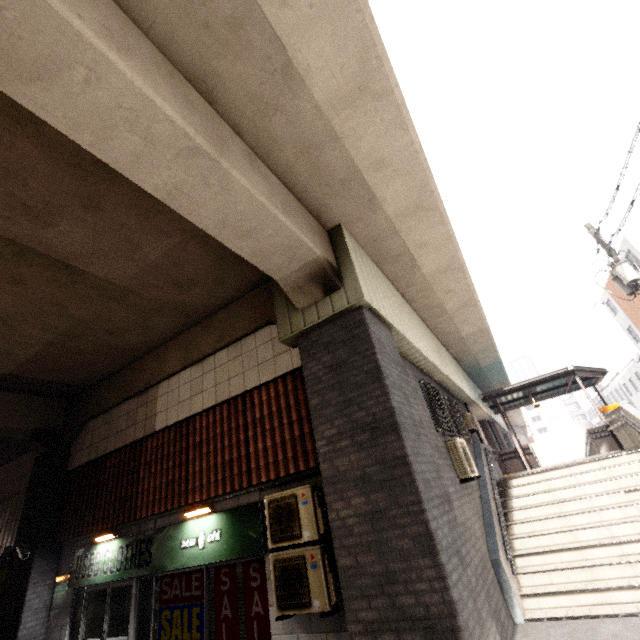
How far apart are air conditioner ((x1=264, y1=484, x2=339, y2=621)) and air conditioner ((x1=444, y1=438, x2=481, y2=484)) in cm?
370

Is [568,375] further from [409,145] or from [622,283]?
[409,145]

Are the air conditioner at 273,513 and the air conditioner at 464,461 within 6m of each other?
yes

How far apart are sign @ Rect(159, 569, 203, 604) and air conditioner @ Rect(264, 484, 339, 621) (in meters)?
2.03

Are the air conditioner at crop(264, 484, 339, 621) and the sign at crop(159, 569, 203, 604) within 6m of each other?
yes

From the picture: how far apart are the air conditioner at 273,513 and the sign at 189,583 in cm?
203

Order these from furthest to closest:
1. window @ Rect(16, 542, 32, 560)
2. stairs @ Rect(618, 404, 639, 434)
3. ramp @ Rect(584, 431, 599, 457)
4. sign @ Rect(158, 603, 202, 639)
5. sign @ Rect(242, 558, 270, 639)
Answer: ramp @ Rect(584, 431, 599, 457) < stairs @ Rect(618, 404, 639, 434) < window @ Rect(16, 542, 32, 560) < sign @ Rect(158, 603, 202, 639) < sign @ Rect(242, 558, 270, 639)

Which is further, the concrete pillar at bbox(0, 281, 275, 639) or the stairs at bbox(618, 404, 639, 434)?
the stairs at bbox(618, 404, 639, 434)
